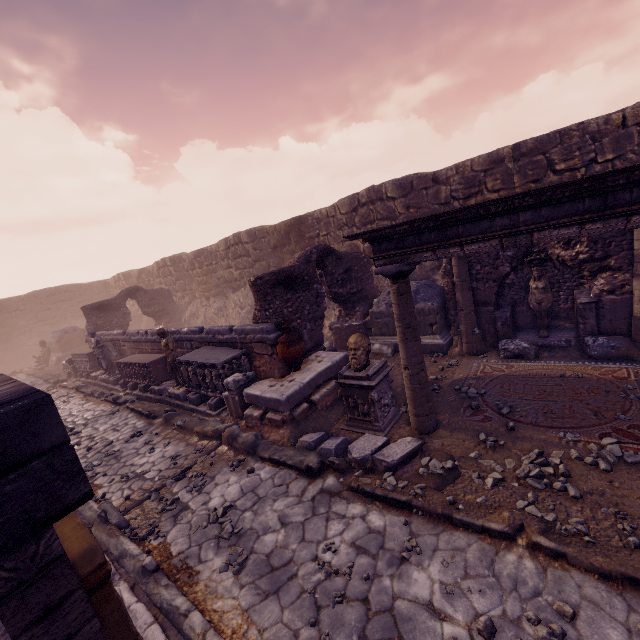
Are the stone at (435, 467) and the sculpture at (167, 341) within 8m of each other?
yes

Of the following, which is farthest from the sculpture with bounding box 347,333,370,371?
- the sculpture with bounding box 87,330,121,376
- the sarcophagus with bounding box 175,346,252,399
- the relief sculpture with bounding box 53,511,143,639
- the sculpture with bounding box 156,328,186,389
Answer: the sculpture with bounding box 87,330,121,376

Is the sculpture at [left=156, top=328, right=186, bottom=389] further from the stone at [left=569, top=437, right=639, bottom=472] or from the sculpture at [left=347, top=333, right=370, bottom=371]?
the stone at [left=569, top=437, right=639, bottom=472]

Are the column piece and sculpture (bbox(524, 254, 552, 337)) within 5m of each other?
no

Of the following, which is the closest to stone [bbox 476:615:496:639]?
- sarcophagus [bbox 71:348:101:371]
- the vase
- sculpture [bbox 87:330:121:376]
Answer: the vase

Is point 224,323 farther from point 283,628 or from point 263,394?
point 283,628

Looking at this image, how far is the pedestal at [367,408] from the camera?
5.91m

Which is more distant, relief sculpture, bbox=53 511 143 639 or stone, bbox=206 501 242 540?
stone, bbox=206 501 242 540
